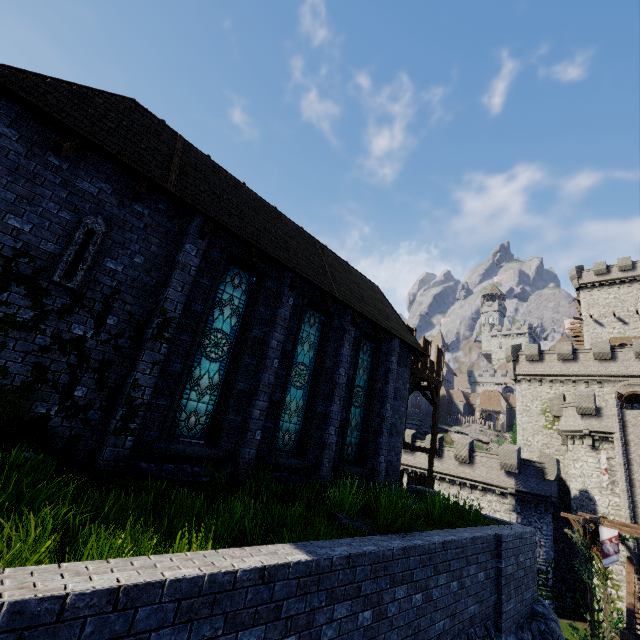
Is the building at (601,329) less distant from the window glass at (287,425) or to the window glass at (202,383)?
the window glass at (287,425)

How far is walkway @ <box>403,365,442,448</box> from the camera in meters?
18.6 m

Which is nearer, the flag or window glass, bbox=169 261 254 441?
window glass, bbox=169 261 254 441

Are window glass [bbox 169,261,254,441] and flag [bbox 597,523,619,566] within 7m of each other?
no

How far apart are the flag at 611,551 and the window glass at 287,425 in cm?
2127

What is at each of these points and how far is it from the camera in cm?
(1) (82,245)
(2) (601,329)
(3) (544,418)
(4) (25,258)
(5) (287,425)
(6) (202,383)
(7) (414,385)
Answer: (1) window slit, 648
(2) building, 4206
(3) building tower, 3388
(4) building, 588
(5) window glass, 968
(6) window glass, 798
(7) walkway, 2203

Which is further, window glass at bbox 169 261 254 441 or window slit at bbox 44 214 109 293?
window glass at bbox 169 261 254 441

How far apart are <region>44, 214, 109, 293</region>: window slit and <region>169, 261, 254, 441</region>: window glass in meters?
2.5 m
